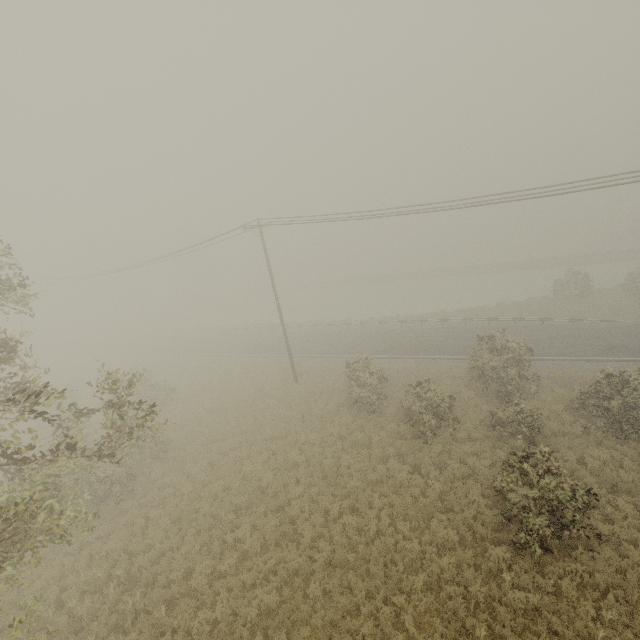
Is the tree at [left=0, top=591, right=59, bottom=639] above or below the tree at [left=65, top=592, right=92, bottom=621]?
below

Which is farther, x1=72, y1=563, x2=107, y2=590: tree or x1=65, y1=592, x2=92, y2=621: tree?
x1=72, y1=563, x2=107, y2=590: tree

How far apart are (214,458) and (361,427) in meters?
8.2 m

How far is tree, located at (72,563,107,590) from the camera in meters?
11.3 m

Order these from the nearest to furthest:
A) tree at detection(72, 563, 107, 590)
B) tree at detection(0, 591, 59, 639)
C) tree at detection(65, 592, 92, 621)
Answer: tree at detection(0, 591, 59, 639) < tree at detection(65, 592, 92, 621) < tree at detection(72, 563, 107, 590)

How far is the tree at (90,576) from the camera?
11.3 meters
